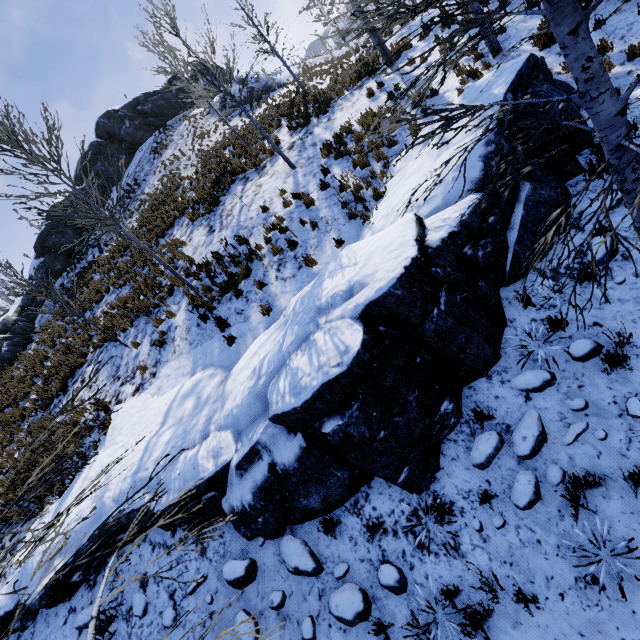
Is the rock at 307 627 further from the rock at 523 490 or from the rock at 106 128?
the rock at 106 128

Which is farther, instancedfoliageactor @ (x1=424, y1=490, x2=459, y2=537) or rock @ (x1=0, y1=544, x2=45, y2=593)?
rock @ (x1=0, y1=544, x2=45, y2=593)

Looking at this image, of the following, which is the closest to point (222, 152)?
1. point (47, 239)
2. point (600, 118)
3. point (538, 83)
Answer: point (47, 239)

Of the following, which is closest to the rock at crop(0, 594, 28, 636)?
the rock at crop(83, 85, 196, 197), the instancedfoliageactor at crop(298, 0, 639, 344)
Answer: the instancedfoliageactor at crop(298, 0, 639, 344)

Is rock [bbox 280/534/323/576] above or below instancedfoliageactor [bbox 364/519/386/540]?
above

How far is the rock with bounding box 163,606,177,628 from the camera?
4.9m

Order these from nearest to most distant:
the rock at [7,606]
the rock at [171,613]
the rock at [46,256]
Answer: the rock at [171,613] → the rock at [7,606] → the rock at [46,256]
